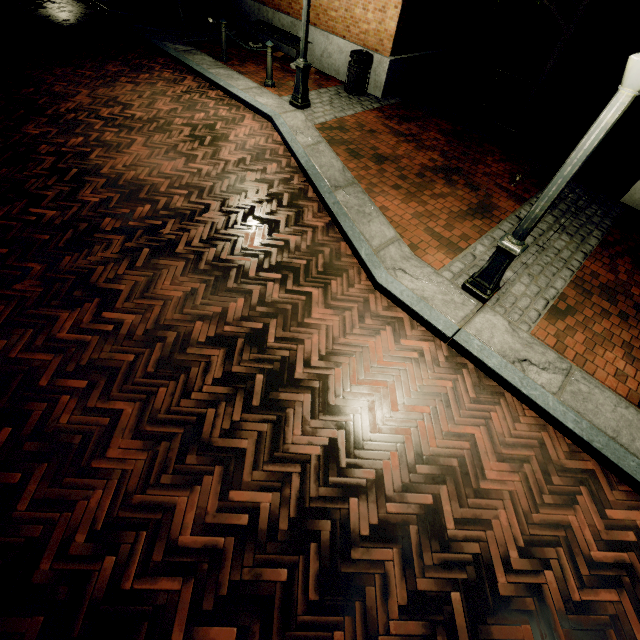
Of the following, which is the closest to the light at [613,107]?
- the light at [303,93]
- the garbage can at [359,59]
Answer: the light at [303,93]

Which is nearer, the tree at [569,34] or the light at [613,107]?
the light at [613,107]

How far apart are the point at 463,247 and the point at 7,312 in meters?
6.0 m

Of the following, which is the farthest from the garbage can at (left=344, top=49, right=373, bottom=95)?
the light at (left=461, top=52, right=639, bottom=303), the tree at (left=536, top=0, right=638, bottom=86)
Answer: the light at (left=461, top=52, right=639, bottom=303)

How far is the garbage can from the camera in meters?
7.9 m

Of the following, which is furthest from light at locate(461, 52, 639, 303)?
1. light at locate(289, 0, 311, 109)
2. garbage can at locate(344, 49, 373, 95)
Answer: garbage can at locate(344, 49, 373, 95)

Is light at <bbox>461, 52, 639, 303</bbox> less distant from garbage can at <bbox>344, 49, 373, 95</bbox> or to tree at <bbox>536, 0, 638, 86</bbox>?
tree at <bbox>536, 0, 638, 86</bbox>

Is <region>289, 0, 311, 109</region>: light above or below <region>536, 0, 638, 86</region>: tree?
below
